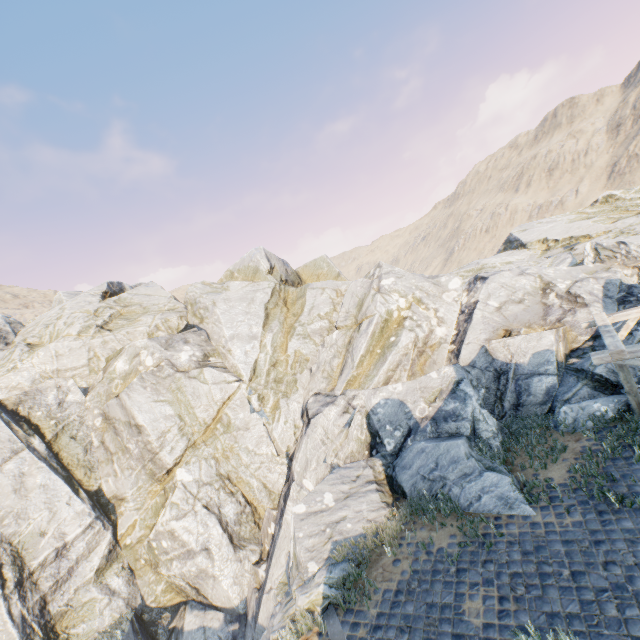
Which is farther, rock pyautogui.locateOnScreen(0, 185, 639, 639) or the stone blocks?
rock pyautogui.locateOnScreen(0, 185, 639, 639)

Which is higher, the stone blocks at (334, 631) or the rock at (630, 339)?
the rock at (630, 339)

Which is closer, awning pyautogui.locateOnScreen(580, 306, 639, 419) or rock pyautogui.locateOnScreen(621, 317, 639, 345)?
awning pyautogui.locateOnScreen(580, 306, 639, 419)

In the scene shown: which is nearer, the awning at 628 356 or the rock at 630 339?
the awning at 628 356

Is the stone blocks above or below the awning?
below

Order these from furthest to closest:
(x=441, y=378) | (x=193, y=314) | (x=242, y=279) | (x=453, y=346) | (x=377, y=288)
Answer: (x=242, y=279) → (x=193, y=314) → (x=377, y=288) → (x=453, y=346) → (x=441, y=378)
